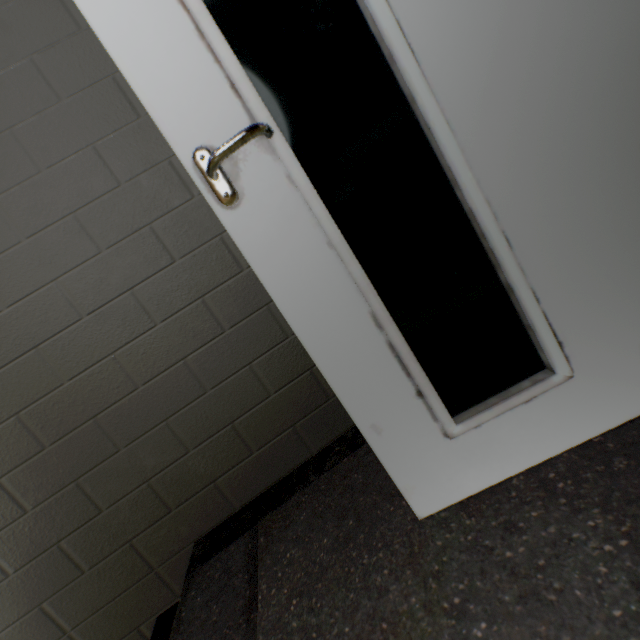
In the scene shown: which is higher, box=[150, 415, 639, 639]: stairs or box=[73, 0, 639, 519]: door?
box=[73, 0, 639, 519]: door

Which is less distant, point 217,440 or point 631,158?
point 631,158

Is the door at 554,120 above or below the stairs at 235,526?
above
